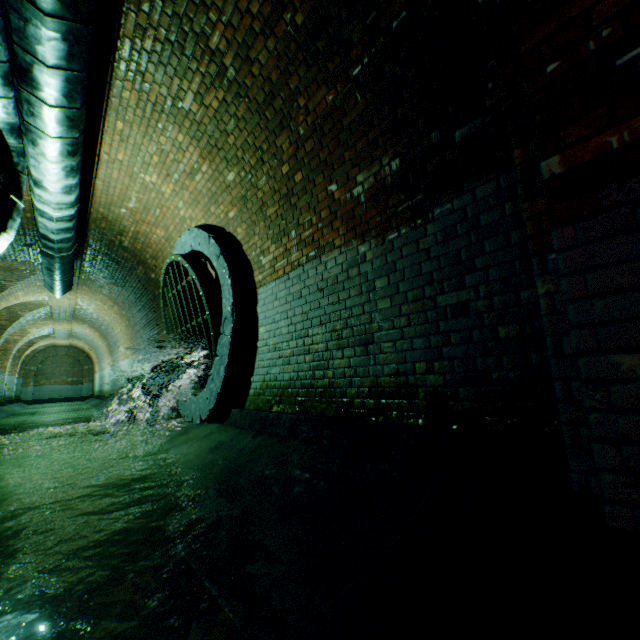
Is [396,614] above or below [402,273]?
below

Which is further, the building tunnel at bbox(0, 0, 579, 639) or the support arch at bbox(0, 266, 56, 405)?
the support arch at bbox(0, 266, 56, 405)

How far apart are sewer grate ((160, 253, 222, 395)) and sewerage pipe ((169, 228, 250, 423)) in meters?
0.0

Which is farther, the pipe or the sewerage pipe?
the sewerage pipe

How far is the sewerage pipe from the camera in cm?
454

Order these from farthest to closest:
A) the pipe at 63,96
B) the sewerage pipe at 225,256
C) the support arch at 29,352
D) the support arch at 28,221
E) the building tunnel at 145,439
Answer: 1. the support arch at 29,352
2. the support arch at 28,221
3. the sewerage pipe at 225,256
4. the pipe at 63,96
5. the building tunnel at 145,439

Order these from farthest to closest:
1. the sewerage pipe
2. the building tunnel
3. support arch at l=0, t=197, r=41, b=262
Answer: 1. support arch at l=0, t=197, r=41, b=262
2. the sewerage pipe
3. the building tunnel

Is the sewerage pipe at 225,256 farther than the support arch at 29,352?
No
